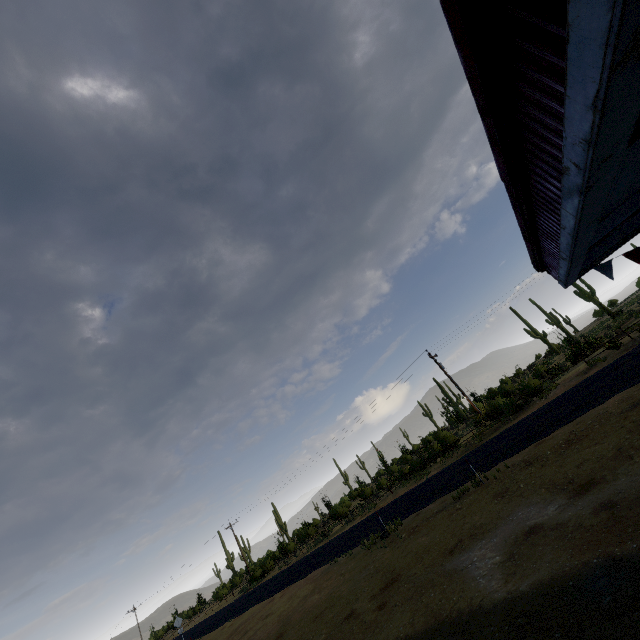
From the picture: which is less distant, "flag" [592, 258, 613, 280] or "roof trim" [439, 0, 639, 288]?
"roof trim" [439, 0, 639, 288]

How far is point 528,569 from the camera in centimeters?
674cm

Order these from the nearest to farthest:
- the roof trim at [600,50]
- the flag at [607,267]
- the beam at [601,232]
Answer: the roof trim at [600,50] < the beam at [601,232] < the flag at [607,267]

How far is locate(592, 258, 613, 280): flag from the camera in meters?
6.5 m

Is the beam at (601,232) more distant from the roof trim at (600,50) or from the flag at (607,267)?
the flag at (607,267)

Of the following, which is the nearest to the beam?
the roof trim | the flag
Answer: the roof trim

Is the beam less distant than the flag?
Yes

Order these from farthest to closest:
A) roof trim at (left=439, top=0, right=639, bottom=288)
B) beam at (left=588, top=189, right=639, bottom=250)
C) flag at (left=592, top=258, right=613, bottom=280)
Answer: flag at (left=592, top=258, right=613, bottom=280)
beam at (left=588, top=189, right=639, bottom=250)
roof trim at (left=439, top=0, right=639, bottom=288)
